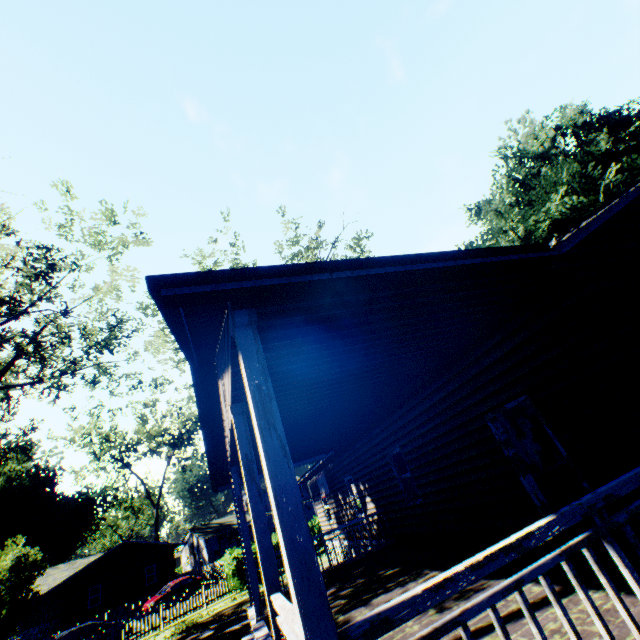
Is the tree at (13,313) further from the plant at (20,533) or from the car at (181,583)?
the car at (181,583)

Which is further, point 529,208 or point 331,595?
point 529,208

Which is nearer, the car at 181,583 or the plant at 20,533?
the plant at 20,533

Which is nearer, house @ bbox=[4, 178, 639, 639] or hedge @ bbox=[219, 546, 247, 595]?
house @ bbox=[4, 178, 639, 639]

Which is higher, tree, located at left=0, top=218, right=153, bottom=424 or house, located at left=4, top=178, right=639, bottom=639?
tree, located at left=0, top=218, right=153, bottom=424

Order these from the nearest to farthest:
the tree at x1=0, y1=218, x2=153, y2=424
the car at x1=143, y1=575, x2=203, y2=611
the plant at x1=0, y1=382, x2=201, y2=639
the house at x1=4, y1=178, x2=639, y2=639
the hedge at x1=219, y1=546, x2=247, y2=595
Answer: the house at x1=4, y1=178, x2=639, y2=639 < the tree at x1=0, y1=218, x2=153, y2=424 < the hedge at x1=219, y1=546, x2=247, y2=595 < the plant at x1=0, y1=382, x2=201, y2=639 < the car at x1=143, y1=575, x2=203, y2=611

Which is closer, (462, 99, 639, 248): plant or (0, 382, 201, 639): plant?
(462, 99, 639, 248): plant

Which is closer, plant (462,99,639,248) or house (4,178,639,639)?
house (4,178,639,639)
